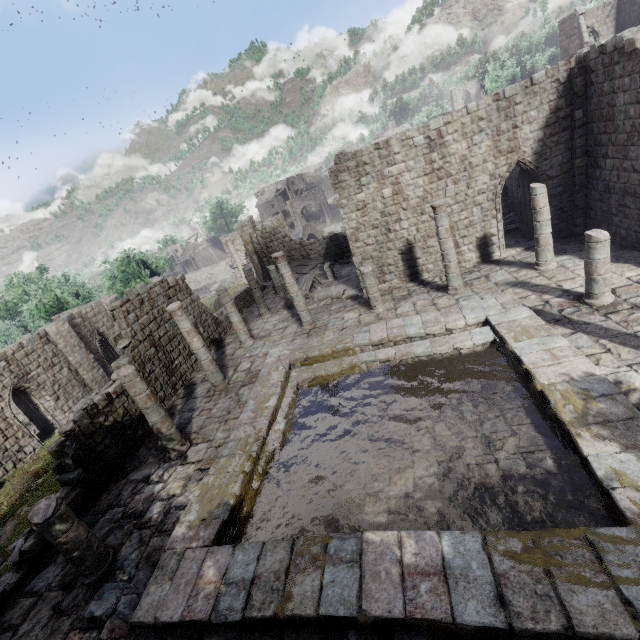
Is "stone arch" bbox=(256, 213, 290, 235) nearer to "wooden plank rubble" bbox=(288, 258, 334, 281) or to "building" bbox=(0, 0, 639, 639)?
"building" bbox=(0, 0, 639, 639)

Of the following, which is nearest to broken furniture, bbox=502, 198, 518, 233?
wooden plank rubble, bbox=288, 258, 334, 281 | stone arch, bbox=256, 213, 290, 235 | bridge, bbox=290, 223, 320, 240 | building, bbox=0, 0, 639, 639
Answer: building, bbox=0, 0, 639, 639

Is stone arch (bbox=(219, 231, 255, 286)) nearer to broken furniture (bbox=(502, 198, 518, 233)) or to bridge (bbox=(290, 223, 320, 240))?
bridge (bbox=(290, 223, 320, 240))

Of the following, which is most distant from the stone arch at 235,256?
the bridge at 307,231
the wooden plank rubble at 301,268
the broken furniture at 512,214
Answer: the broken furniture at 512,214

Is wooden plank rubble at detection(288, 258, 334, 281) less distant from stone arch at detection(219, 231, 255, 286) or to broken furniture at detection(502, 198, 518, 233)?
stone arch at detection(219, 231, 255, 286)

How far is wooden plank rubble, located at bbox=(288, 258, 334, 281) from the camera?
24.9 meters

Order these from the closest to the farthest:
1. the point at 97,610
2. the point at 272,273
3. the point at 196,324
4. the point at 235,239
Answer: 1. the point at 97,610
2. the point at 196,324
3. the point at 272,273
4. the point at 235,239

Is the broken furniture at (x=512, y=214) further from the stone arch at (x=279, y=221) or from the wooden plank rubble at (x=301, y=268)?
the stone arch at (x=279, y=221)
